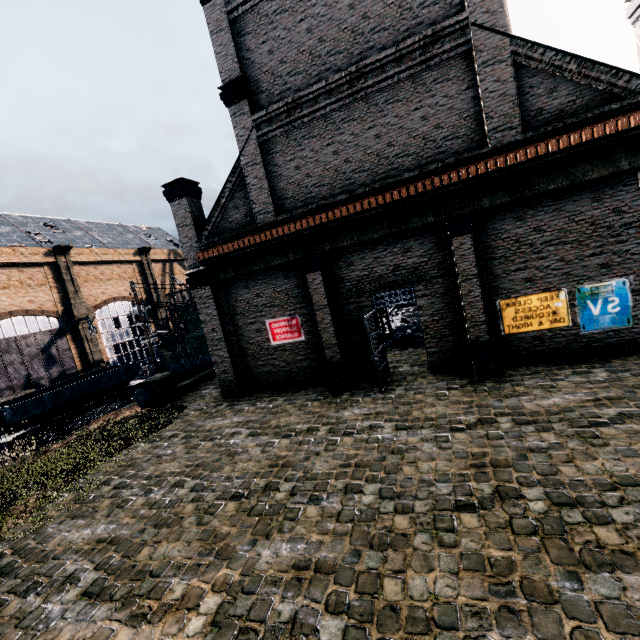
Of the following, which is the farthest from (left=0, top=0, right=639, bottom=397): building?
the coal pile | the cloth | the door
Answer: the cloth

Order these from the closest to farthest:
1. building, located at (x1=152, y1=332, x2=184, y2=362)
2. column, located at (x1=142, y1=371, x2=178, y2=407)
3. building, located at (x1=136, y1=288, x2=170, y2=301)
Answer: column, located at (x1=142, y1=371, x2=178, y2=407) < building, located at (x1=136, y1=288, x2=170, y2=301) < building, located at (x1=152, y1=332, x2=184, y2=362)

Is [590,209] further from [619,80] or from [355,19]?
[355,19]

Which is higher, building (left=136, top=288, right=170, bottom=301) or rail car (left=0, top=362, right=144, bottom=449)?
building (left=136, top=288, right=170, bottom=301)

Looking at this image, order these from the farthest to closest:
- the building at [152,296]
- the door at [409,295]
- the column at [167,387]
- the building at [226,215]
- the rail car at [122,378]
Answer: the building at [152,296] → the rail car at [122,378] → the column at [167,387] → the door at [409,295] → the building at [226,215]

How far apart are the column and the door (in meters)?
12.62

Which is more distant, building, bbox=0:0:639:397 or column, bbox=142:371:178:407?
column, bbox=142:371:178:407

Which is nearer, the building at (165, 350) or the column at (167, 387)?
the column at (167, 387)
